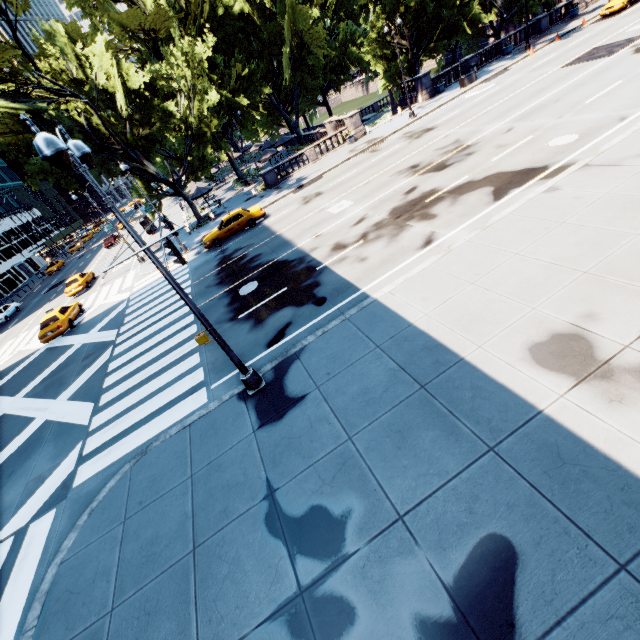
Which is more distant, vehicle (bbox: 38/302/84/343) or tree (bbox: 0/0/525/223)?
tree (bbox: 0/0/525/223)

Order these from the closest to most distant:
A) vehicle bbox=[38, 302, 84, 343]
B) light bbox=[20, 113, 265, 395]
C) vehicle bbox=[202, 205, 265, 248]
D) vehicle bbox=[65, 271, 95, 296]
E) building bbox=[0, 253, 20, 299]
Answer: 1. light bbox=[20, 113, 265, 395]
2. vehicle bbox=[38, 302, 84, 343]
3. vehicle bbox=[202, 205, 265, 248]
4. vehicle bbox=[65, 271, 95, 296]
5. building bbox=[0, 253, 20, 299]

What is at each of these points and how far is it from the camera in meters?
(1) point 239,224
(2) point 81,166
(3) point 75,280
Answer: (1) vehicle, 23.8 m
(2) light, 6.1 m
(3) vehicle, 31.6 m

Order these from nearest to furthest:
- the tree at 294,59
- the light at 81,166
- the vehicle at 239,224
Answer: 1. the light at 81,166
2. the tree at 294,59
3. the vehicle at 239,224

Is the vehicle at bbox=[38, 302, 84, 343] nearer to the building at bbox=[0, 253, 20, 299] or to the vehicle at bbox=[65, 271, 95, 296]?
the vehicle at bbox=[65, 271, 95, 296]

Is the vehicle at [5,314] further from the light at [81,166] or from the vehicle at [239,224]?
the light at [81,166]

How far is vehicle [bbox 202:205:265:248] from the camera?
23.7m

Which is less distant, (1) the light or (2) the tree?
(1) the light
